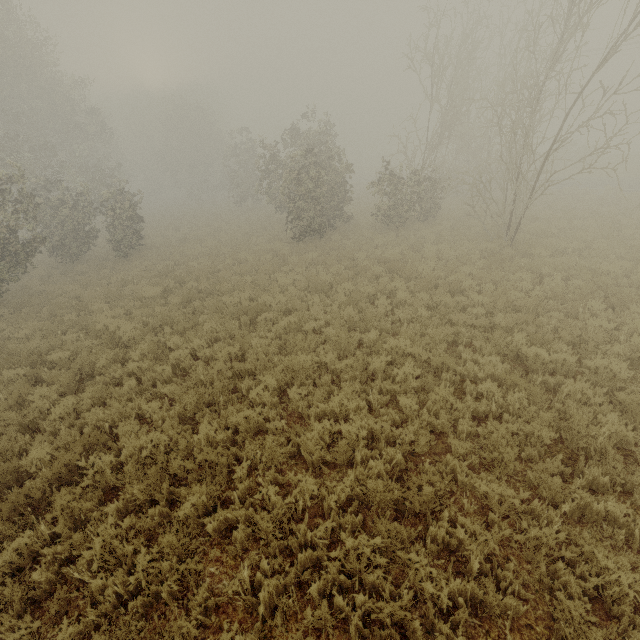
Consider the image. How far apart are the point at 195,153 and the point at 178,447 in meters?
48.7
